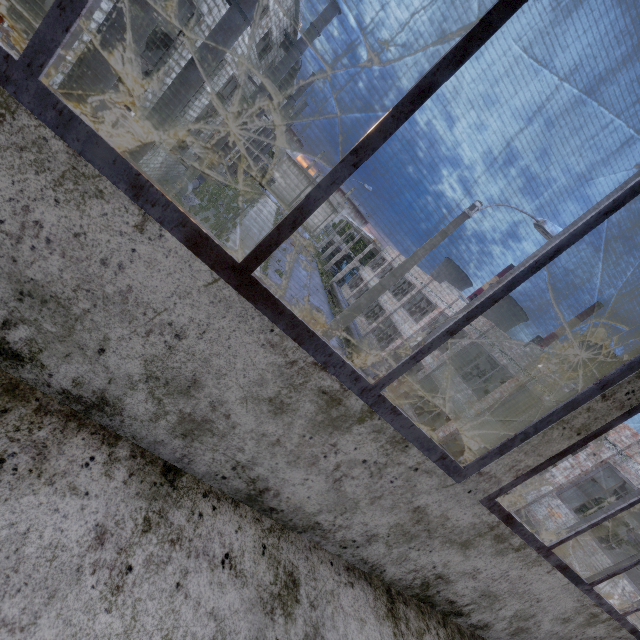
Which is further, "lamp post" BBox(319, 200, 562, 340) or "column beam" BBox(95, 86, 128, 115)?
"column beam" BBox(95, 86, 128, 115)

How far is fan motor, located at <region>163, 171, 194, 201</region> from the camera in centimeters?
1791cm

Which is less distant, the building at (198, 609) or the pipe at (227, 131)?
the building at (198, 609)

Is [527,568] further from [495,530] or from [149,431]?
A: [149,431]

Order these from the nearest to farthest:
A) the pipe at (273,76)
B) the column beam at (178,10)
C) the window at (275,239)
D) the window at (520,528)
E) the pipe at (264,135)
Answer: the window at (275,239) → the window at (520,528) → the column beam at (178,10) → the pipe at (273,76) → the pipe at (264,135)

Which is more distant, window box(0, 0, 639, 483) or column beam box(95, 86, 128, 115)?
column beam box(95, 86, 128, 115)

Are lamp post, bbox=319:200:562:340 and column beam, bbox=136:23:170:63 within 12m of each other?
yes

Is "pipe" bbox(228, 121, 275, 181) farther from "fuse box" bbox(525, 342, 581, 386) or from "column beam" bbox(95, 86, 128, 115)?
"fuse box" bbox(525, 342, 581, 386)
